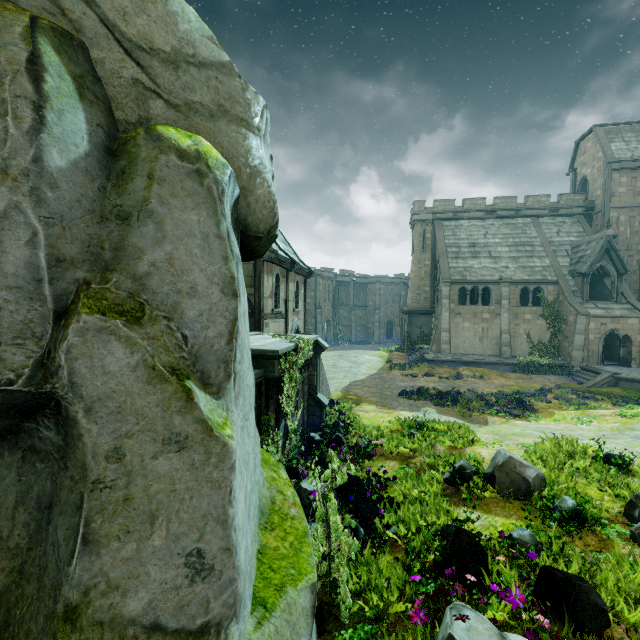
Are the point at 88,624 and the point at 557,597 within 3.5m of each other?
no

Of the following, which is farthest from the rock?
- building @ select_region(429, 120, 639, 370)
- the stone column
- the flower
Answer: building @ select_region(429, 120, 639, 370)

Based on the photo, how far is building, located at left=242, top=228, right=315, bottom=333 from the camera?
14.6m

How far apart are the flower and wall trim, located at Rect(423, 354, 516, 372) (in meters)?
9.47

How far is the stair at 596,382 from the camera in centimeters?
2023cm

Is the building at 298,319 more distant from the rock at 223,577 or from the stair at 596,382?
the stair at 596,382

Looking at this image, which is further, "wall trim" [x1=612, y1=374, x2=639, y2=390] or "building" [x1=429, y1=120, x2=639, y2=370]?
"building" [x1=429, y1=120, x2=639, y2=370]

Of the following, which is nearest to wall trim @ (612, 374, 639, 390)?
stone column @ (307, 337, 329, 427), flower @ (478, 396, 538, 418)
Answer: flower @ (478, 396, 538, 418)
